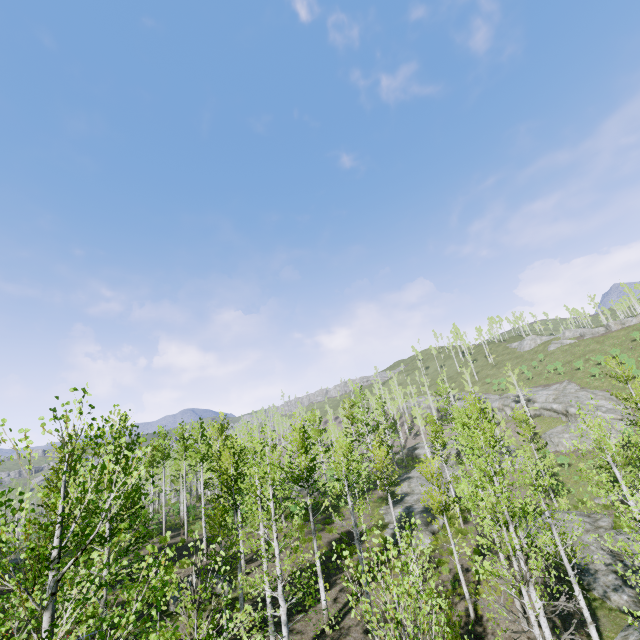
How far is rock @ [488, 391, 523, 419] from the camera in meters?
50.6 m

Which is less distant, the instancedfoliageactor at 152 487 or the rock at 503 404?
the instancedfoliageactor at 152 487

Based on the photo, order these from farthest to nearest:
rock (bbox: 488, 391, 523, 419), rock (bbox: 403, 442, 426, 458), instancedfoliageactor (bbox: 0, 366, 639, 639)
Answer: rock (bbox: 403, 442, 426, 458)
rock (bbox: 488, 391, 523, 419)
instancedfoliageactor (bbox: 0, 366, 639, 639)

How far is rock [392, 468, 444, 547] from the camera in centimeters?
2478cm

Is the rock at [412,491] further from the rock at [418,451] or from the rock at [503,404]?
the rock at [503,404]

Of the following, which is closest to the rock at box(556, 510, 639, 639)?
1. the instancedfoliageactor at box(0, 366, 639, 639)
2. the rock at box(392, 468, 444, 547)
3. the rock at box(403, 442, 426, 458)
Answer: the instancedfoliageactor at box(0, 366, 639, 639)

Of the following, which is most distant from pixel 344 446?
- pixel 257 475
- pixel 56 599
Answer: pixel 56 599

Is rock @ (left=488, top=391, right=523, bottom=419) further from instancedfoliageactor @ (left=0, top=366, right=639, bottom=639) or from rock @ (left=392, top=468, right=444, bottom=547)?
rock @ (left=392, top=468, right=444, bottom=547)
